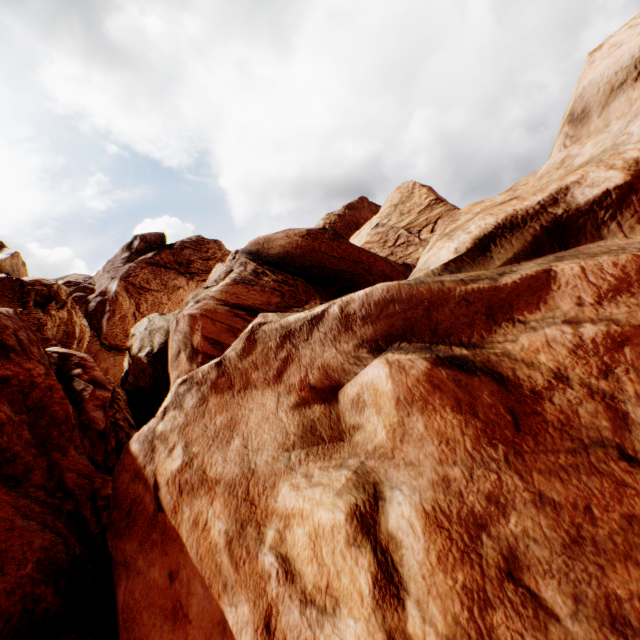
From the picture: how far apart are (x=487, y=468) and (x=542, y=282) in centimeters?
193cm
